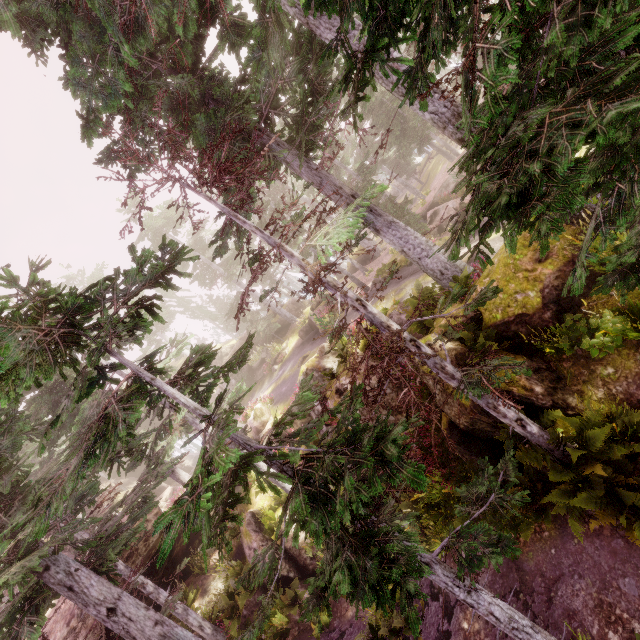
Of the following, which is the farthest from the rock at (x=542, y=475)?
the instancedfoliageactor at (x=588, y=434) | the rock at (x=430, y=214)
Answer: the rock at (x=430, y=214)

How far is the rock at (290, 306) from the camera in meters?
28.2

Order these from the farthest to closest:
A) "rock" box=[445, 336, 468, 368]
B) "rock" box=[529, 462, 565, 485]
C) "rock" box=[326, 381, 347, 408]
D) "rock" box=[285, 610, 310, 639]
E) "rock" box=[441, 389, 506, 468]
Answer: "rock" box=[285, 610, 310, 639], "rock" box=[326, 381, 347, 408], "rock" box=[445, 336, 468, 368], "rock" box=[441, 389, 506, 468], "rock" box=[529, 462, 565, 485]

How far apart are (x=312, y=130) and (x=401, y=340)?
8.9 meters

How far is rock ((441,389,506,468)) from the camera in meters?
8.3 m

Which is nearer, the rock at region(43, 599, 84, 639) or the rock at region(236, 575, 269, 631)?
the rock at region(43, 599, 84, 639)
